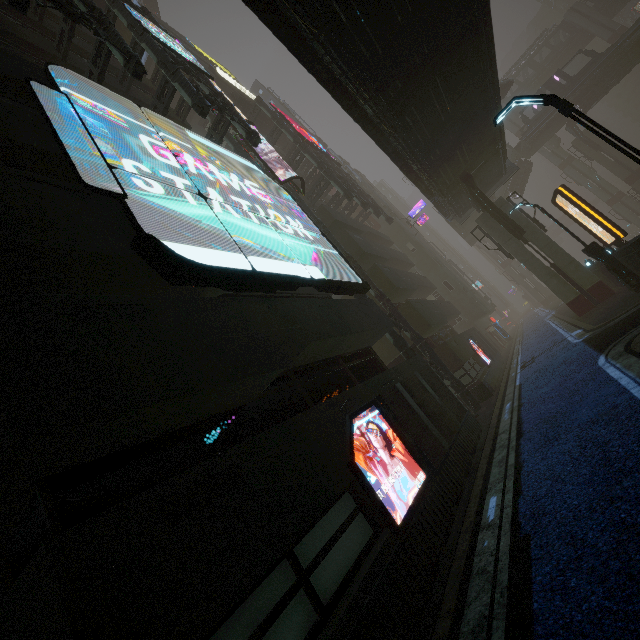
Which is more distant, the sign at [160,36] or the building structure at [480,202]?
the building structure at [480,202]

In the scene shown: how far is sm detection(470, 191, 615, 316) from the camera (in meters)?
19.62

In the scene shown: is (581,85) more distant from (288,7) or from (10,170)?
(10,170)

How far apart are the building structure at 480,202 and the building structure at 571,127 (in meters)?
29.78

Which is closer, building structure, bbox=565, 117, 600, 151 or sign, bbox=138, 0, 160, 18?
sign, bbox=138, 0, 160, 18

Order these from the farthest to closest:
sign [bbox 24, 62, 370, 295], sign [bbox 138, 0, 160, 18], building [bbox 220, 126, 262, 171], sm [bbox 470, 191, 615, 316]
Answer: sign [bbox 138, 0, 160, 18]
sm [bbox 470, 191, 615, 316]
building [bbox 220, 126, 262, 171]
sign [bbox 24, 62, 370, 295]

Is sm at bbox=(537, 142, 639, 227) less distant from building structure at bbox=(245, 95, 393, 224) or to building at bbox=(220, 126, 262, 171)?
building at bbox=(220, 126, 262, 171)

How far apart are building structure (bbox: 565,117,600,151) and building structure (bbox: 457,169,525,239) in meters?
29.8 m
